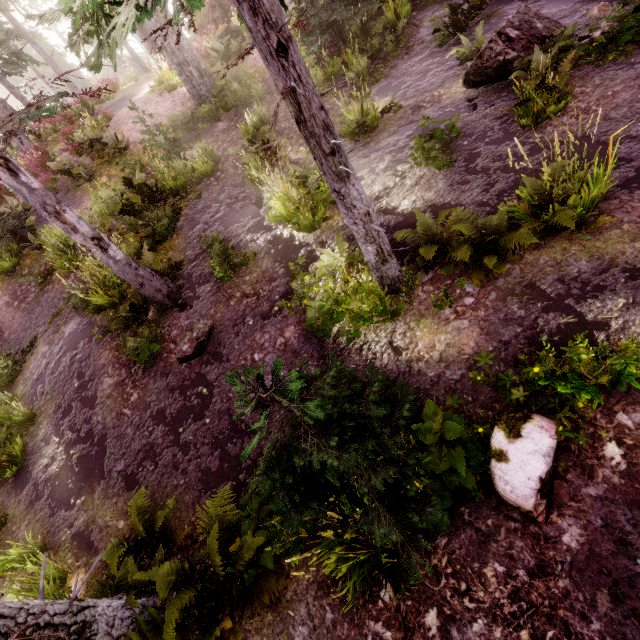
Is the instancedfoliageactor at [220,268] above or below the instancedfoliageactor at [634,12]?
above

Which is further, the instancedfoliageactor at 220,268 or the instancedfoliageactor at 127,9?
the instancedfoliageactor at 220,268

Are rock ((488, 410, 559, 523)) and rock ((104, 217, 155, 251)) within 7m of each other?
no

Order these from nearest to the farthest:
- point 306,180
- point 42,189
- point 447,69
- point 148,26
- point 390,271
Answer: point 390,271 → point 42,189 → point 306,180 → point 447,69 → point 148,26

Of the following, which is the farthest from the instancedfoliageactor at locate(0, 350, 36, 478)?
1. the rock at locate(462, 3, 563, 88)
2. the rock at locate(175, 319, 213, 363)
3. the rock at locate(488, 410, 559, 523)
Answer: the rock at locate(175, 319, 213, 363)

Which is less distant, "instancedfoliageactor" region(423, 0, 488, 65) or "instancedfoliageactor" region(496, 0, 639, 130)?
"instancedfoliageactor" region(496, 0, 639, 130)

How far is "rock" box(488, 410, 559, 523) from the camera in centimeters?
275cm

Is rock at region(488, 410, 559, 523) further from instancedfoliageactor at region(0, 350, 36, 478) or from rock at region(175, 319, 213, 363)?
rock at region(175, 319, 213, 363)
